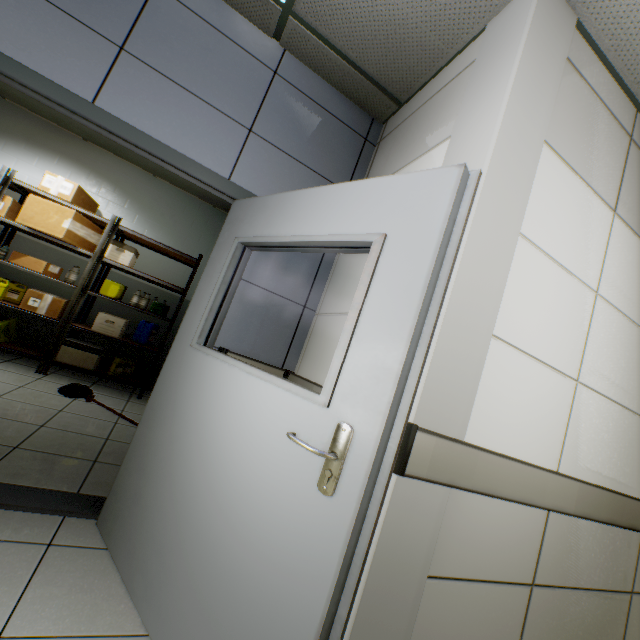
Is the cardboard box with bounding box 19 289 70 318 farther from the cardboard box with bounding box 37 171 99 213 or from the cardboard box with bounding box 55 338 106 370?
the cardboard box with bounding box 37 171 99 213

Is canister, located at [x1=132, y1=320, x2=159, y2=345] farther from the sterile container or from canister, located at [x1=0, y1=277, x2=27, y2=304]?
canister, located at [x1=0, y1=277, x2=27, y2=304]

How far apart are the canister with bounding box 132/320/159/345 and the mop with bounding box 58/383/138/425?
1.11m

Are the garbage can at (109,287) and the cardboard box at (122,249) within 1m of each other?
yes

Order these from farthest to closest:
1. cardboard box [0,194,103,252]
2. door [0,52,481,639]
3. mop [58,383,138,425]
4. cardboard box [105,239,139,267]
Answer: cardboard box [105,239,139,267]
cardboard box [0,194,103,252]
mop [58,383,138,425]
door [0,52,481,639]

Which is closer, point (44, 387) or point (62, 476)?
point (62, 476)

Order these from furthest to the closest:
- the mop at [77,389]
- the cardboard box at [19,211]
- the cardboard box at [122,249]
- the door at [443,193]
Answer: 1. the cardboard box at [122,249]
2. the cardboard box at [19,211]
3. the mop at [77,389]
4. the door at [443,193]

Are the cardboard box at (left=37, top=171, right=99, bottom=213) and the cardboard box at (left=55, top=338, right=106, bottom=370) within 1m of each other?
no
